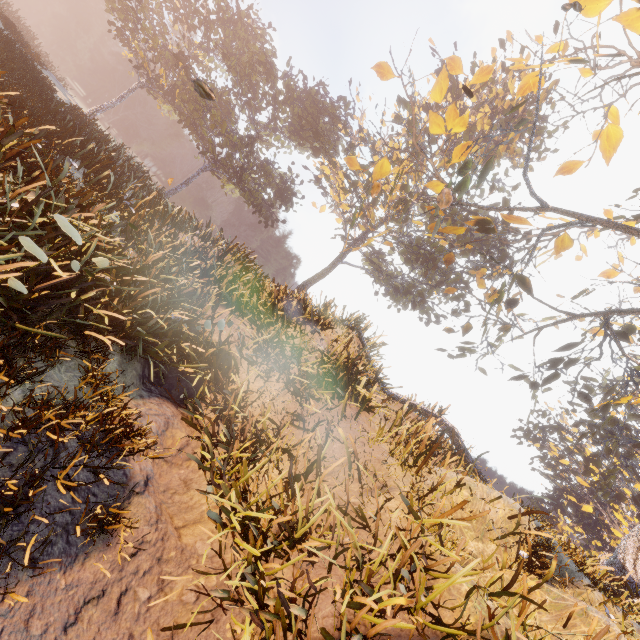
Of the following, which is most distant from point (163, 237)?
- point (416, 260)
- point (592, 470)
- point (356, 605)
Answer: point (592, 470)

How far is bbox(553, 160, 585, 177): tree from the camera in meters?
10.6

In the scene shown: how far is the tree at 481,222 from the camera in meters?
11.1

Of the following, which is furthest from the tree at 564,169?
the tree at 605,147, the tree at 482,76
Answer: the tree at 482,76

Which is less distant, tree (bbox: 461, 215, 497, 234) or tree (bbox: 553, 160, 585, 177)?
tree (bbox: 553, 160, 585, 177)

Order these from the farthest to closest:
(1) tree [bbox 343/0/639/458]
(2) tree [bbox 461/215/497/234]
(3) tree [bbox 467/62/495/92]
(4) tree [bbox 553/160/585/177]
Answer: (2) tree [bbox 461/215/497/234]
(4) tree [bbox 553/160/585/177]
(1) tree [bbox 343/0/639/458]
(3) tree [bbox 467/62/495/92]

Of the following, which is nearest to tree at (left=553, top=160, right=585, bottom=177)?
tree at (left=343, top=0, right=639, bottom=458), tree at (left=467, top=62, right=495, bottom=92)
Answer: tree at (left=343, top=0, right=639, bottom=458)

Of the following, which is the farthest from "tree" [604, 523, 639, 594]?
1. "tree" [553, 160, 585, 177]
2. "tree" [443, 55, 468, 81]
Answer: "tree" [443, 55, 468, 81]
